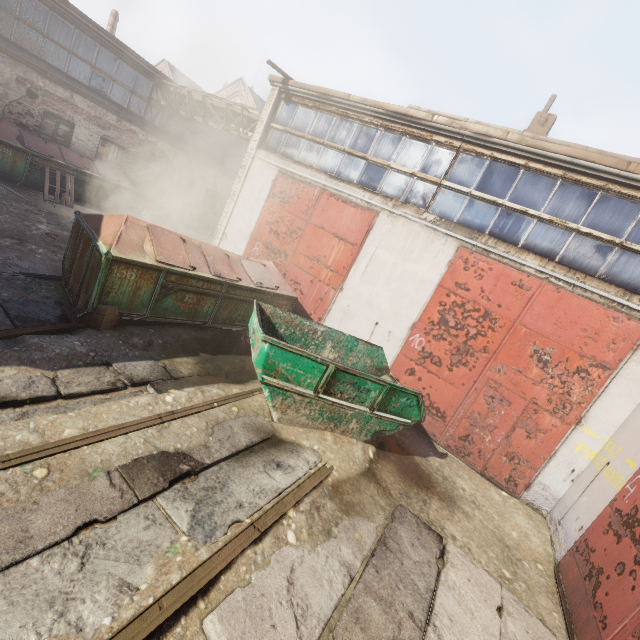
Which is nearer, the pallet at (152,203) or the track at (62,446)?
the track at (62,446)

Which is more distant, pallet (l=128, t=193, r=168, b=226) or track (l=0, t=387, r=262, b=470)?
pallet (l=128, t=193, r=168, b=226)

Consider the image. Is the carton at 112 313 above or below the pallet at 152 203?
below

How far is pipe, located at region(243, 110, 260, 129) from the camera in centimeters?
1195cm

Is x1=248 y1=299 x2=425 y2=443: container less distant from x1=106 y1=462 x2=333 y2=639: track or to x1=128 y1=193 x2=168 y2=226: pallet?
x1=106 y1=462 x2=333 y2=639: track

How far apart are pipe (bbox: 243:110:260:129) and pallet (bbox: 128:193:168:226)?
4.8 meters

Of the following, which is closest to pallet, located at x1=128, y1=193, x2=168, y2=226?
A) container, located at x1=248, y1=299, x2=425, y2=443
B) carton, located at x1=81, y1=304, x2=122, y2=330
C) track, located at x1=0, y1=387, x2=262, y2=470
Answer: carton, located at x1=81, y1=304, x2=122, y2=330

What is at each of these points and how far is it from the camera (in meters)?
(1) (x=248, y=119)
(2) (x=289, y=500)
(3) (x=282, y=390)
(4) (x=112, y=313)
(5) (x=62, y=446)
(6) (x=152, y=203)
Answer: (1) pipe, 12.09
(2) track, 3.91
(3) container, 5.05
(4) carton, 5.48
(5) track, 3.24
(6) pallet, 15.10
